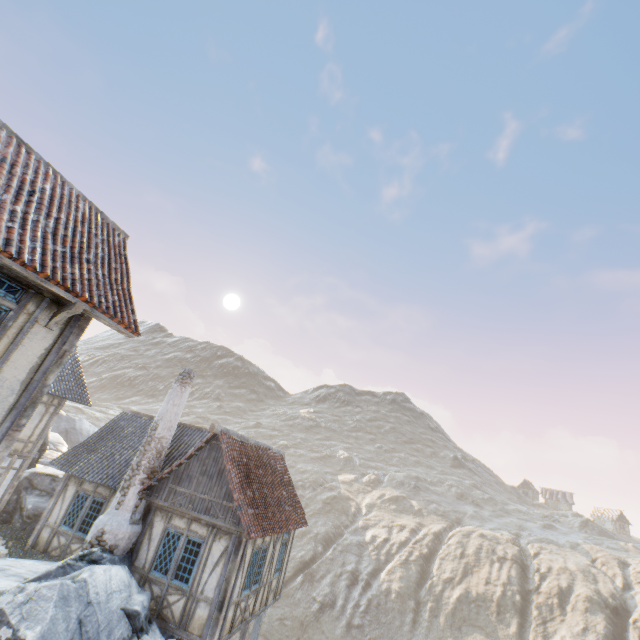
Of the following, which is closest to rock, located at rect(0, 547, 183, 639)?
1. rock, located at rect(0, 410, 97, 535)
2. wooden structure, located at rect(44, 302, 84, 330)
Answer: rock, located at rect(0, 410, 97, 535)

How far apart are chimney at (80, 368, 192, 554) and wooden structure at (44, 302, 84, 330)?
8.09m

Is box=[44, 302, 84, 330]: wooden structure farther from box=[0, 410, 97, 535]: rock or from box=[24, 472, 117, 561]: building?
box=[0, 410, 97, 535]: rock

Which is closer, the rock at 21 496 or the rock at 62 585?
the rock at 62 585

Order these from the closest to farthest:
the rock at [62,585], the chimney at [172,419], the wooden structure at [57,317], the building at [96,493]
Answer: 1. the wooden structure at [57,317]
2. the rock at [62,585]
3. the chimney at [172,419]
4. the building at [96,493]

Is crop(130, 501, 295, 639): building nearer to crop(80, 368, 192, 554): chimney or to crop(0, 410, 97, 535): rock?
crop(80, 368, 192, 554): chimney

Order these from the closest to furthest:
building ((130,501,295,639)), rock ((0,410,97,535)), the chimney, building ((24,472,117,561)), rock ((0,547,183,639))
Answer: rock ((0,547,183,639))
building ((130,501,295,639))
the chimney
building ((24,472,117,561))
rock ((0,410,97,535))

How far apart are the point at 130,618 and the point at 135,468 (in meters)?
4.54
